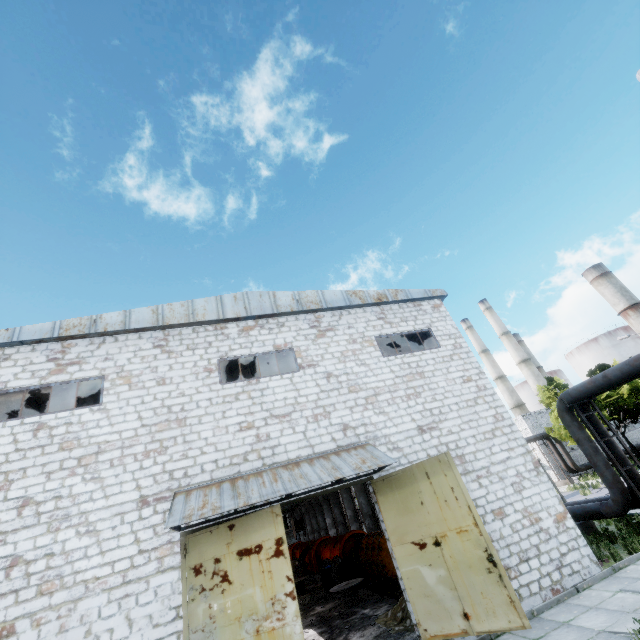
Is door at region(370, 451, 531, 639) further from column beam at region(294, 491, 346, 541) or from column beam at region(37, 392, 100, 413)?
column beam at region(294, 491, 346, 541)

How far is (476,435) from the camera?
11.9 meters

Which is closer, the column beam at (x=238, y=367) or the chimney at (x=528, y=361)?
the column beam at (x=238, y=367)

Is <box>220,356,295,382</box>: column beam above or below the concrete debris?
above

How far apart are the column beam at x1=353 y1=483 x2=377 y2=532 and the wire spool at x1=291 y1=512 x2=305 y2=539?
4.97m

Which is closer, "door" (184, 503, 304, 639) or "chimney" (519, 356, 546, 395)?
"door" (184, 503, 304, 639)

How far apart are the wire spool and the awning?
16.24m

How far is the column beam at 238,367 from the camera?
16.2 meters
